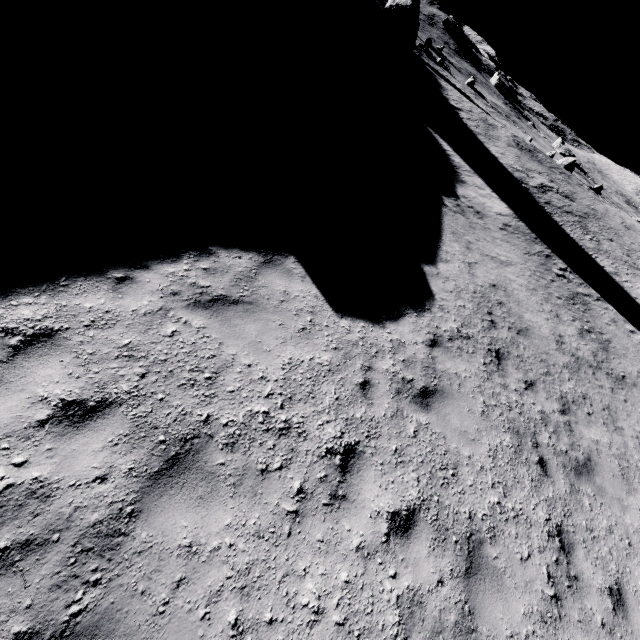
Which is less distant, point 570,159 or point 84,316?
point 84,316
